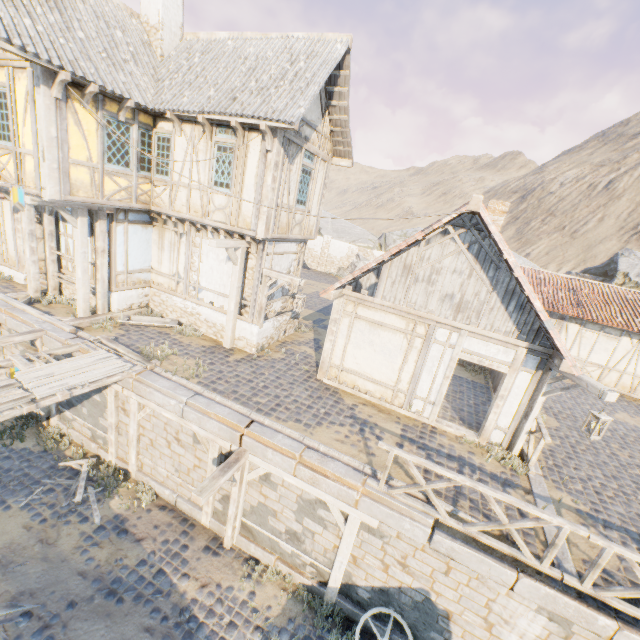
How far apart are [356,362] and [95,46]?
11.29m

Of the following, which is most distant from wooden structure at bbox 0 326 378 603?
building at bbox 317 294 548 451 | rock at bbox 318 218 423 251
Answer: rock at bbox 318 218 423 251

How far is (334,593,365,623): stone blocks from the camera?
7.1m

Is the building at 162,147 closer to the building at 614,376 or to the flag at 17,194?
Result: the flag at 17,194

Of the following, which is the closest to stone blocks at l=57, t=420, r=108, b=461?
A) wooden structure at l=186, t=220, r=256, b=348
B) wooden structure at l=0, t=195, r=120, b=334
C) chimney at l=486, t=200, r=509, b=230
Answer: wooden structure at l=0, t=195, r=120, b=334

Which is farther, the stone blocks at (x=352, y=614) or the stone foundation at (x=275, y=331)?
the stone foundation at (x=275, y=331)

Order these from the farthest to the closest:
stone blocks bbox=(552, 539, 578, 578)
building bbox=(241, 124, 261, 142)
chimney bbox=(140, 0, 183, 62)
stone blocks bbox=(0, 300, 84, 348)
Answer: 1. chimney bbox=(140, 0, 183, 62)
2. stone blocks bbox=(0, 300, 84, 348)
3. building bbox=(241, 124, 261, 142)
4. stone blocks bbox=(552, 539, 578, 578)

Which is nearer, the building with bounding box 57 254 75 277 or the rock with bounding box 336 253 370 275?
the building with bounding box 57 254 75 277
